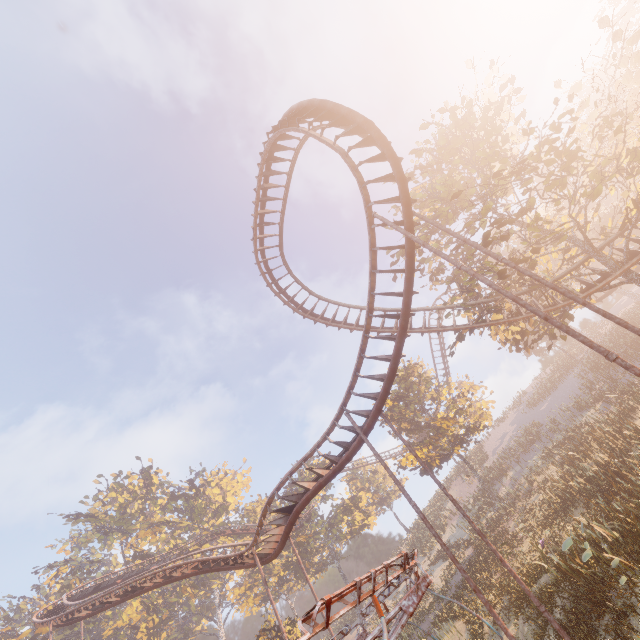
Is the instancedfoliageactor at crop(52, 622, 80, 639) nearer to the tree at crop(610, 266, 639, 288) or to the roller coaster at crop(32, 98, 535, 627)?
the roller coaster at crop(32, 98, 535, 627)

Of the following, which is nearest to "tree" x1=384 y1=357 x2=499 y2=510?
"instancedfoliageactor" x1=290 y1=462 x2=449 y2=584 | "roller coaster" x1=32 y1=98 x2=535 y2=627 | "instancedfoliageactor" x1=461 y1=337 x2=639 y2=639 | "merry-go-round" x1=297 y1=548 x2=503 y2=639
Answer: "roller coaster" x1=32 y1=98 x2=535 y2=627

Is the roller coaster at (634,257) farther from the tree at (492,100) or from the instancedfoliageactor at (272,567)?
the instancedfoliageactor at (272,567)

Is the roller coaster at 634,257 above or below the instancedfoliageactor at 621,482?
above

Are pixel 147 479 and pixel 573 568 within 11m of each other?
no

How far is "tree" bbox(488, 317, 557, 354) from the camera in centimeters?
1852cm

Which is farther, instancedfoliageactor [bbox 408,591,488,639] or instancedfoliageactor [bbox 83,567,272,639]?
instancedfoliageactor [bbox 83,567,272,639]
